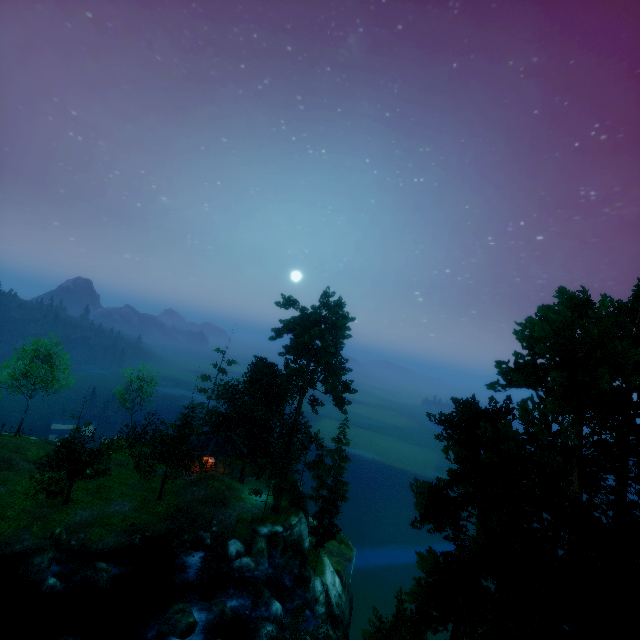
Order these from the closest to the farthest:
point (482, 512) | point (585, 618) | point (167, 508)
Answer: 1. point (585, 618)
2. point (482, 512)
3. point (167, 508)

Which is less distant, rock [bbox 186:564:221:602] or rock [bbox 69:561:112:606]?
rock [bbox 69:561:112:606]

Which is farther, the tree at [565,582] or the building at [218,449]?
the building at [218,449]

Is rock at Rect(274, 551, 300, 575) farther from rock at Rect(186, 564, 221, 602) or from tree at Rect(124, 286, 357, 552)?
rock at Rect(186, 564, 221, 602)

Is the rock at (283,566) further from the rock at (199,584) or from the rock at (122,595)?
the rock at (122,595)

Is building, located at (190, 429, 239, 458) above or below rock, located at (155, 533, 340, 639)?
above

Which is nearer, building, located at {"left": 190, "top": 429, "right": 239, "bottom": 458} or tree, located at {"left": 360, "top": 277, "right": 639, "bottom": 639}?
tree, located at {"left": 360, "top": 277, "right": 639, "bottom": 639}

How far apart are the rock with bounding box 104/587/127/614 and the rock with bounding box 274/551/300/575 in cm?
1250
